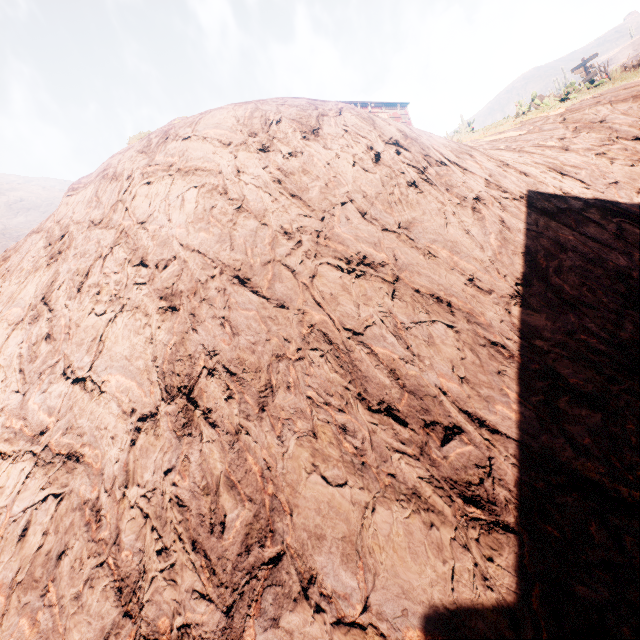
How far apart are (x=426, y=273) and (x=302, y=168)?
2.54m

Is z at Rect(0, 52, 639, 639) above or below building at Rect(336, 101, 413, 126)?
below

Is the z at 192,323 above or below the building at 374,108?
below

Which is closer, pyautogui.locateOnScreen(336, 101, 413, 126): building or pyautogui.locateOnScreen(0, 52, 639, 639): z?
pyautogui.locateOnScreen(0, 52, 639, 639): z

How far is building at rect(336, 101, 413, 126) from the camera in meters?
23.2

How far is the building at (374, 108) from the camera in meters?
23.2 m
